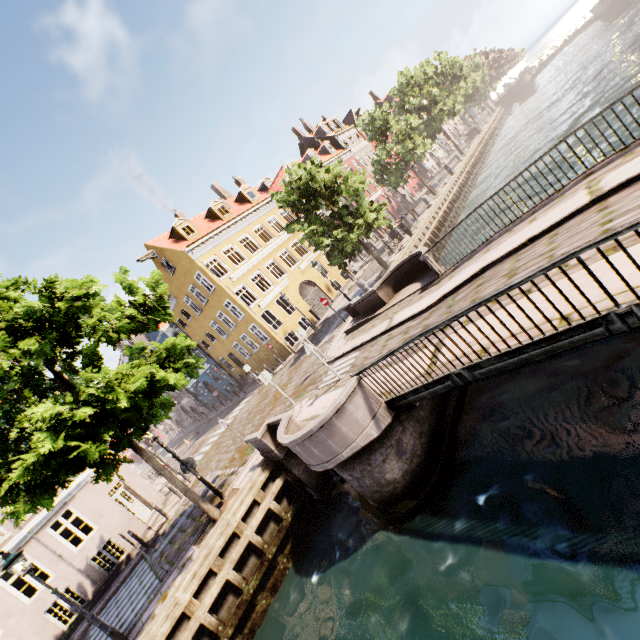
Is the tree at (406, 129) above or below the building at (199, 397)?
above

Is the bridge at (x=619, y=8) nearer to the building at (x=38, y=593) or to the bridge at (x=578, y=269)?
the building at (x=38, y=593)

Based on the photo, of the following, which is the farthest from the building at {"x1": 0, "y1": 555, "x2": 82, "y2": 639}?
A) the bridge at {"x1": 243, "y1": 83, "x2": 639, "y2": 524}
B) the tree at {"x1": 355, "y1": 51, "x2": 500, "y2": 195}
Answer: the bridge at {"x1": 243, "y1": 83, "x2": 639, "y2": 524}

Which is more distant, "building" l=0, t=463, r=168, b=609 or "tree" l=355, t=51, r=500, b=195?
"tree" l=355, t=51, r=500, b=195

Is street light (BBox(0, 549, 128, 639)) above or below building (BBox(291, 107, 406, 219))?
below

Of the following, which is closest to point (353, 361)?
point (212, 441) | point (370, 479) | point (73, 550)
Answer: point (370, 479)

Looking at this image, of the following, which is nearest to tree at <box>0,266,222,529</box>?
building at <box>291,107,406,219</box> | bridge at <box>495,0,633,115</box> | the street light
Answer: the street light
